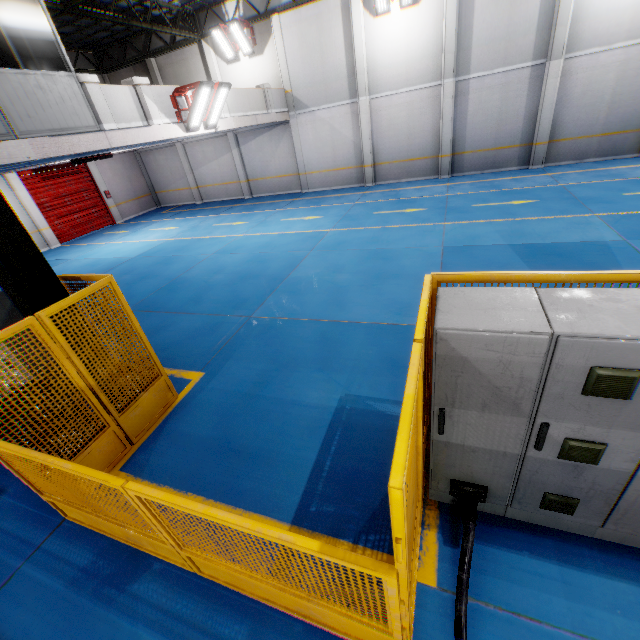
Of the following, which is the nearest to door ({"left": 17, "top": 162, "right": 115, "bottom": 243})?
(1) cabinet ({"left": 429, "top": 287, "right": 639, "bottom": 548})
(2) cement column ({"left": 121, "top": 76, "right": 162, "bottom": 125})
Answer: (2) cement column ({"left": 121, "top": 76, "right": 162, "bottom": 125})

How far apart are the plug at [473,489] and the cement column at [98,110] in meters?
10.7 m

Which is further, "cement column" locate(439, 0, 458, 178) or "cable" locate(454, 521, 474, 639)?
"cement column" locate(439, 0, 458, 178)

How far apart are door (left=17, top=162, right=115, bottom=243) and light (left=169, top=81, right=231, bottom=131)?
11.76m

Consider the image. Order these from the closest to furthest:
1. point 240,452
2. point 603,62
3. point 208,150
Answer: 1. point 240,452
2. point 603,62
3. point 208,150

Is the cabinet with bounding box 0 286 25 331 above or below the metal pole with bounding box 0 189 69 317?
below

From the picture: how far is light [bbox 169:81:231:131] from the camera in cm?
997

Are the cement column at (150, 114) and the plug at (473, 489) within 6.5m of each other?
no
